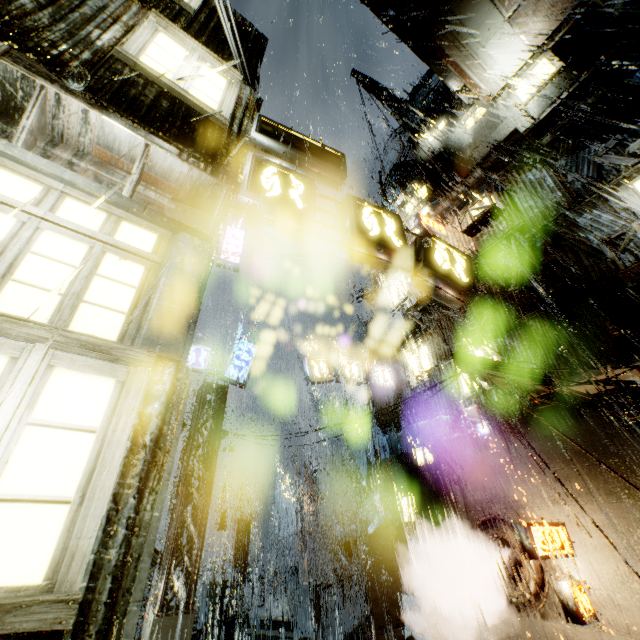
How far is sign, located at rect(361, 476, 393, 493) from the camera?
14.8m

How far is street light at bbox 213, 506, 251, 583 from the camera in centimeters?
2445cm

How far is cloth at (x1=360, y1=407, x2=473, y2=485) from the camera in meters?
11.6 m

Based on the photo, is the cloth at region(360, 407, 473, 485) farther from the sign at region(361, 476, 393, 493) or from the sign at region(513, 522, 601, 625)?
the sign at region(513, 522, 601, 625)

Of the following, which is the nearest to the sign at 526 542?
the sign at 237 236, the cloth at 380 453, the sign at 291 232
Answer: the cloth at 380 453

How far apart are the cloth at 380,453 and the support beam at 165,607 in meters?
6.7

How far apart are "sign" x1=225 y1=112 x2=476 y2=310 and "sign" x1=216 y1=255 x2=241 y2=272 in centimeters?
1097cm

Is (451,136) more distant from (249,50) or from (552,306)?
(249,50)
